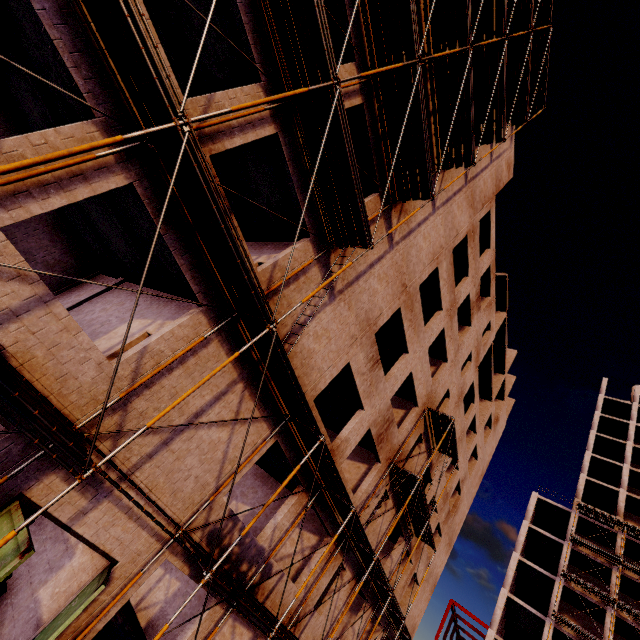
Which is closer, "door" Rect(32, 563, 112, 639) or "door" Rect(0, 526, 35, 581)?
"door" Rect(0, 526, 35, 581)

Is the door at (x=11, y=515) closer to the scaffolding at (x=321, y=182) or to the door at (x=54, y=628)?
the scaffolding at (x=321, y=182)

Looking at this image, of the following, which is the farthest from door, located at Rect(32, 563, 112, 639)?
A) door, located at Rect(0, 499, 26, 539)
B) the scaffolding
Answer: door, located at Rect(0, 499, 26, 539)

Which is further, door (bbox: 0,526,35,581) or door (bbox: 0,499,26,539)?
door (bbox: 0,499,26,539)

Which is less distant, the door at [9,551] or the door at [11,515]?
the door at [9,551]

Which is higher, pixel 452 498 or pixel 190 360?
pixel 452 498

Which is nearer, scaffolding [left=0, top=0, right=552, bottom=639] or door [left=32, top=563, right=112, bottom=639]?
scaffolding [left=0, top=0, right=552, bottom=639]
